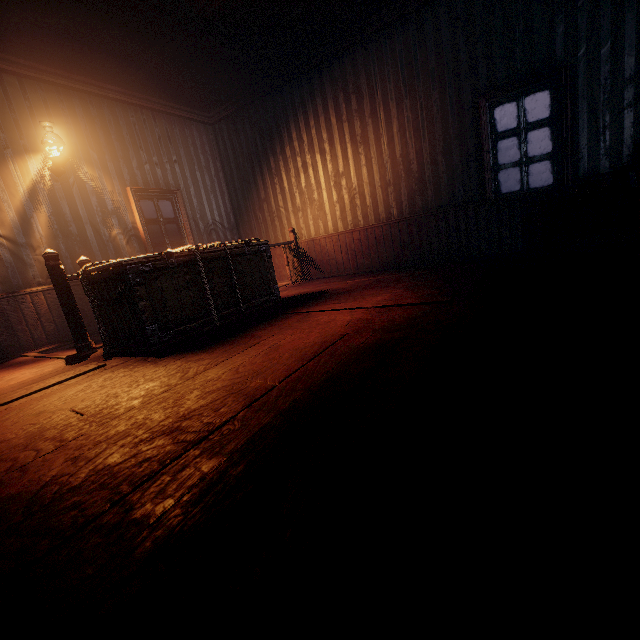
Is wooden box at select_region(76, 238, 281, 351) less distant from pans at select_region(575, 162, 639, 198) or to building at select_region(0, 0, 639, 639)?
building at select_region(0, 0, 639, 639)

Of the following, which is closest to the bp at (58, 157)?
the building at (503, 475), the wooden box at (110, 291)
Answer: the building at (503, 475)

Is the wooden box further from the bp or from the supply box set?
the supply box set

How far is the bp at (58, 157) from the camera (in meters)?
4.62

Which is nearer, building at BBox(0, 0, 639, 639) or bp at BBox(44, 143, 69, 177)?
building at BBox(0, 0, 639, 639)

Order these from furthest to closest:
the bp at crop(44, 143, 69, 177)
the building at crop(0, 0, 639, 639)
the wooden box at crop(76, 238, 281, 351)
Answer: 1. the bp at crop(44, 143, 69, 177)
2. the wooden box at crop(76, 238, 281, 351)
3. the building at crop(0, 0, 639, 639)

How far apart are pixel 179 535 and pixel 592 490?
1.0 meters

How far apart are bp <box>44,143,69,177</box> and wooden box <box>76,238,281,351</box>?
2.3m
